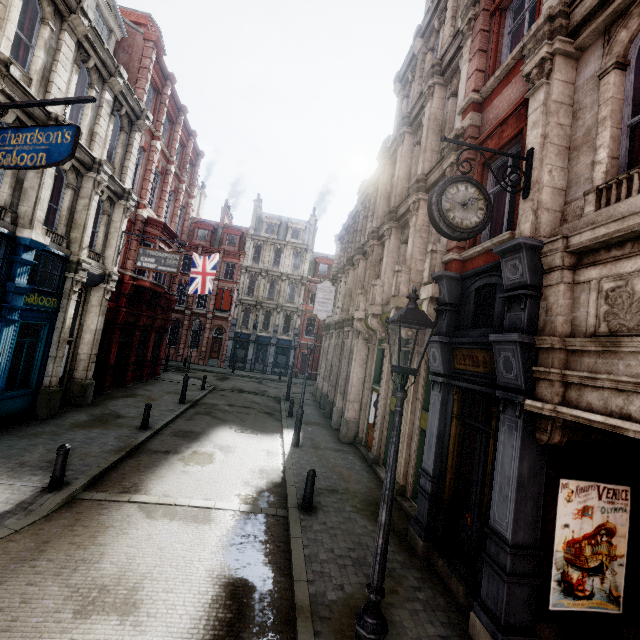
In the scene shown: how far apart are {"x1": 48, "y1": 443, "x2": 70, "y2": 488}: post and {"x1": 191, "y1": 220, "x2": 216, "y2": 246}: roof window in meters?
34.9

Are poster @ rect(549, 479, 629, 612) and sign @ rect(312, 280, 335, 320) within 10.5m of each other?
no

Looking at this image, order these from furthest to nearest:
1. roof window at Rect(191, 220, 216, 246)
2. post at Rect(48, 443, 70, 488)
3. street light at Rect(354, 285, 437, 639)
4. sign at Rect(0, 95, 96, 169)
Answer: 1. roof window at Rect(191, 220, 216, 246)
2. post at Rect(48, 443, 70, 488)
3. sign at Rect(0, 95, 96, 169)
4. street light at Rect(354, 285, 437, 639)

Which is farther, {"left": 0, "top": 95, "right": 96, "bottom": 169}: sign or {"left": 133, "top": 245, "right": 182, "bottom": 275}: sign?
{"left": 133, "top": 245, "right": 182, "bottom": 275}: sign

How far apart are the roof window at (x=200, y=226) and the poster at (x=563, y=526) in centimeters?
4030cm

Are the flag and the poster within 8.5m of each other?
no

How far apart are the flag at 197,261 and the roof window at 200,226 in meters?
17.7

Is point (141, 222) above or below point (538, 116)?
above
